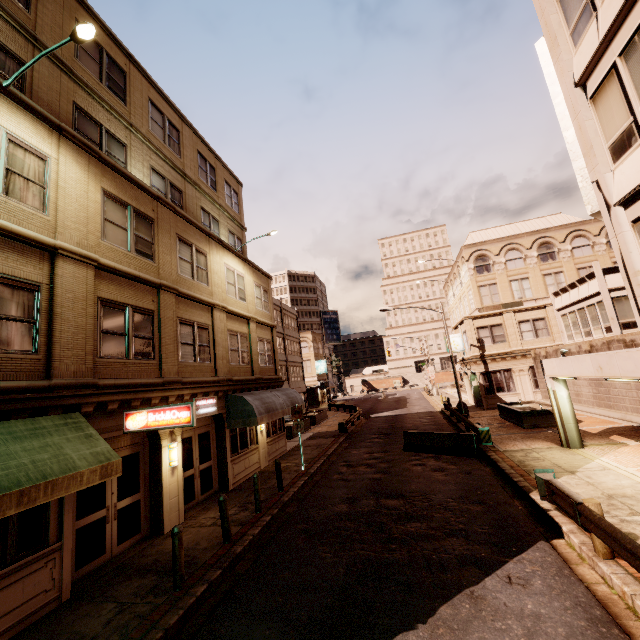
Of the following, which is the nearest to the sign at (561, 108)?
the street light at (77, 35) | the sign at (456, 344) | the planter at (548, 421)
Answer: the planter at (548, 421)

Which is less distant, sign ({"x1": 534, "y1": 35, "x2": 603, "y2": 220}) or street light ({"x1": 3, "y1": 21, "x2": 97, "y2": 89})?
street light ({"x1": 3, "y1": 21, "x2": 97, "y2": 89})

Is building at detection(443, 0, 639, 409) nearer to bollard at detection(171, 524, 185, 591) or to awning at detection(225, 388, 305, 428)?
bollard at detection(171, 524, 185, 591)

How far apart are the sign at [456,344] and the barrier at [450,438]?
16.4 meters

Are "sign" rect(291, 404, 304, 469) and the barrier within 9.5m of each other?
yes

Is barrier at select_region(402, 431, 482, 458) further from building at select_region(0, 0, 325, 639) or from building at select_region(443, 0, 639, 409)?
building at select_region(0, 0, 325, 639)

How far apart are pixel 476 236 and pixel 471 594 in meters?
43.4 m

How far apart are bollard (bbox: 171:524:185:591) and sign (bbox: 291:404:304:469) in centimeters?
880cm
